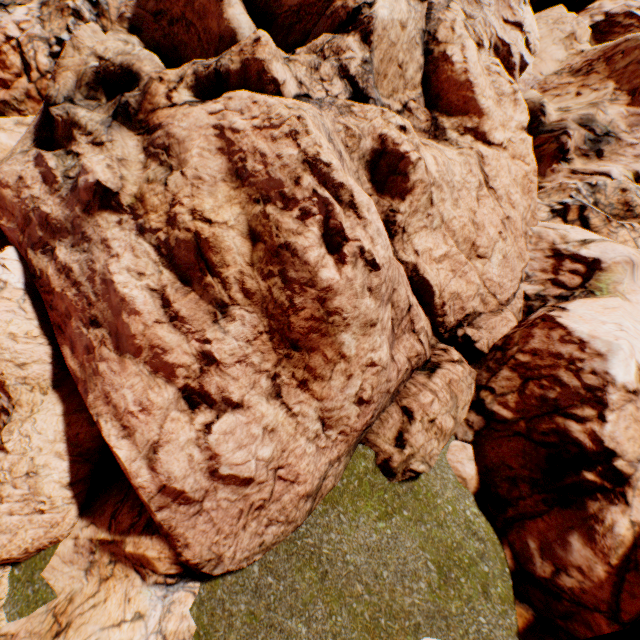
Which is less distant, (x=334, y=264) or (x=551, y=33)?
(x=334, y=264)
